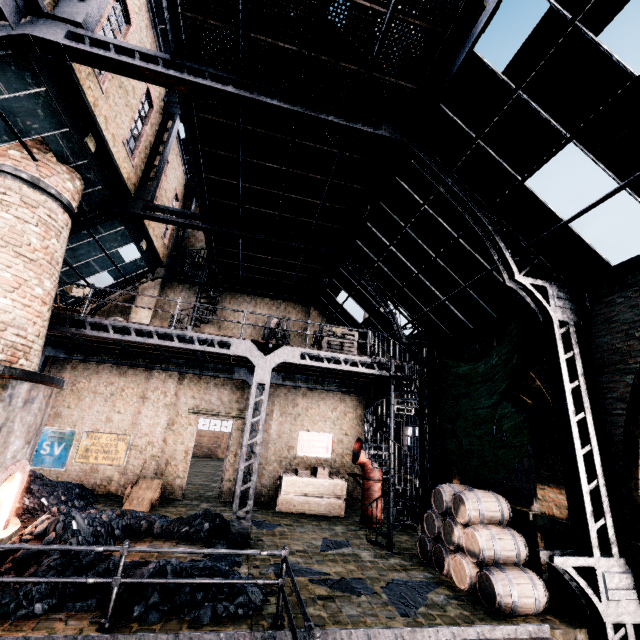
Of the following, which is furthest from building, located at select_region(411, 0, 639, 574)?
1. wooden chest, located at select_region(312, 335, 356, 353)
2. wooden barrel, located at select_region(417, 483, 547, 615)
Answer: wooden chest, located at select_region(312, 335, 356, 353)

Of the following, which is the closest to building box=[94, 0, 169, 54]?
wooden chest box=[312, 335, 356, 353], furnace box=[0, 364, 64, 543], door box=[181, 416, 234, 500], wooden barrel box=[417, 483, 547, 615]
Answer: door box=[181, 416, 234, 500]

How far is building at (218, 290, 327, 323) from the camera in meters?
19.1 m

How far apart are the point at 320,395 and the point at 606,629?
14.05m

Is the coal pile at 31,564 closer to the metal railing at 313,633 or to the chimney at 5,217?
the metal railing at 313,633

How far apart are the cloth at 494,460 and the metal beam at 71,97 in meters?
13.7

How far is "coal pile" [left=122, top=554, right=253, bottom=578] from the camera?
6.60m
